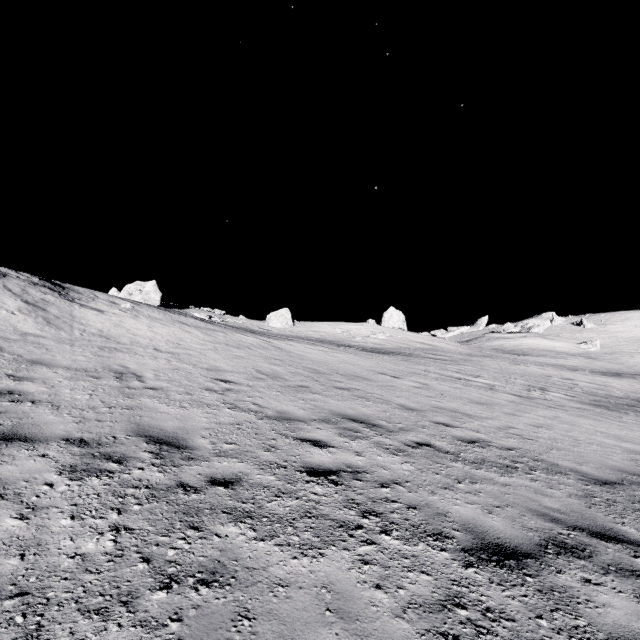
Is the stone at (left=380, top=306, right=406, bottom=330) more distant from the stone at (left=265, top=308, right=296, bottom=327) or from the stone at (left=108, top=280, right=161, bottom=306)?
the stone at (left=108, top=280, right=161, bottom=306)

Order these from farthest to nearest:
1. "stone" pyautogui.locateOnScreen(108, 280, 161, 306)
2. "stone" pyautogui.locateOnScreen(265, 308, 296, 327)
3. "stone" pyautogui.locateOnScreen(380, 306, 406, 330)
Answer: "stone" pyautogui.locateOnScreen(380, 306, 406, 330)
"stone" pyautogui.locateOnScreen(265, 308, 296, 327)
"stone" pyautogui.locateOnScreen(108, 280, 161, 306)

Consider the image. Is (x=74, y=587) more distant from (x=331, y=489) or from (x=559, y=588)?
(x=559, y=588)

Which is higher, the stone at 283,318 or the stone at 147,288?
the stone at 147,288

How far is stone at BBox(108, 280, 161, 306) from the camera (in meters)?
27.43

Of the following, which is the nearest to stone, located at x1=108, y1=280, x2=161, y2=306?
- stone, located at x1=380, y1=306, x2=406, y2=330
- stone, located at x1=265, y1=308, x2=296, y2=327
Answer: stone, located at x1=265, y1=308, x2=296, y2=327

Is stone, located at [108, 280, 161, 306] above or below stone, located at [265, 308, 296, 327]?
above

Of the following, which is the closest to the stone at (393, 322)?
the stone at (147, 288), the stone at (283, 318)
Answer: the stone at (283, 318)
